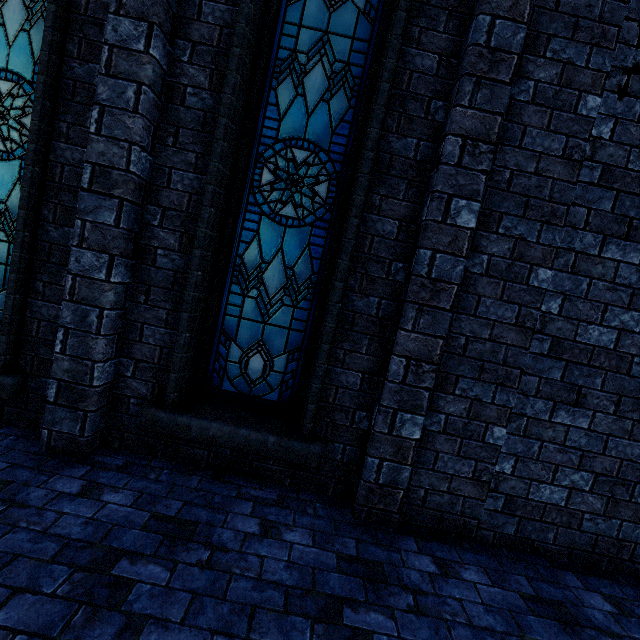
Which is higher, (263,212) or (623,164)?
(623,164)

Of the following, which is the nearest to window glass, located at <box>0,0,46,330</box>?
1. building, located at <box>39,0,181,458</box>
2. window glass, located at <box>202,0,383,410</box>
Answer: building, located at <box>39,0,181,458</box>

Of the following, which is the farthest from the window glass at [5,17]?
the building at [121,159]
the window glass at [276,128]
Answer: the window glass at [276,128]

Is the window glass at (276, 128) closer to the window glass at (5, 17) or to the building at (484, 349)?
the building at (484, 349)

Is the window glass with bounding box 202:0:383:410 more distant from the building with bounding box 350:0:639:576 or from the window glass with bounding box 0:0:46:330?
the window glass with bounding box 0:0:46:330
